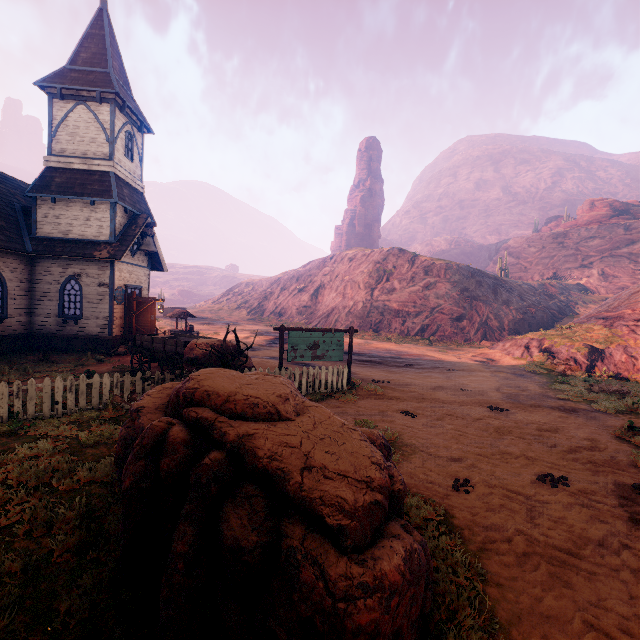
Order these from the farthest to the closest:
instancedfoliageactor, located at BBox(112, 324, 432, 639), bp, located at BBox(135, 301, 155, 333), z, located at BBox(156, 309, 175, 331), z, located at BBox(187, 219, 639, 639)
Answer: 1. z, located at BBox(156, 309, 175, 331)
2. bp, located at BBox(135, 301, 155, 333)
3. z, located at BBox(187, 219, 639, 639)
4. instancedfoliageactor, located at BBox(112, 324, 432, 639)

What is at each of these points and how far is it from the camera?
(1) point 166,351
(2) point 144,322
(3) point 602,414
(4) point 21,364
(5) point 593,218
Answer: (1) carraige, 12.00m
(2) bp, 18.11m
(3) z, 10.78m
(4) z, 13.06m
(5) rock, 57.47m

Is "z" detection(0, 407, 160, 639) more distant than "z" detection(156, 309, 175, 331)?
No

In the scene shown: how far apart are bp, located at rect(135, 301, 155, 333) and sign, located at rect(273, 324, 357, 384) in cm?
990

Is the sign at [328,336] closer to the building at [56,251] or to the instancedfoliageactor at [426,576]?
the instancedfoliageactor at [426,576]

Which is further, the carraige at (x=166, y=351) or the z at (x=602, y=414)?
the carraige at (x=166, y=351)

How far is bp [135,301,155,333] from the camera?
18.1 meters

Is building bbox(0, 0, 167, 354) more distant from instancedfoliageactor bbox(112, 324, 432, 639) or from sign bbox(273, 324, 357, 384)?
sign bbox(273, 324, 357, 384)
